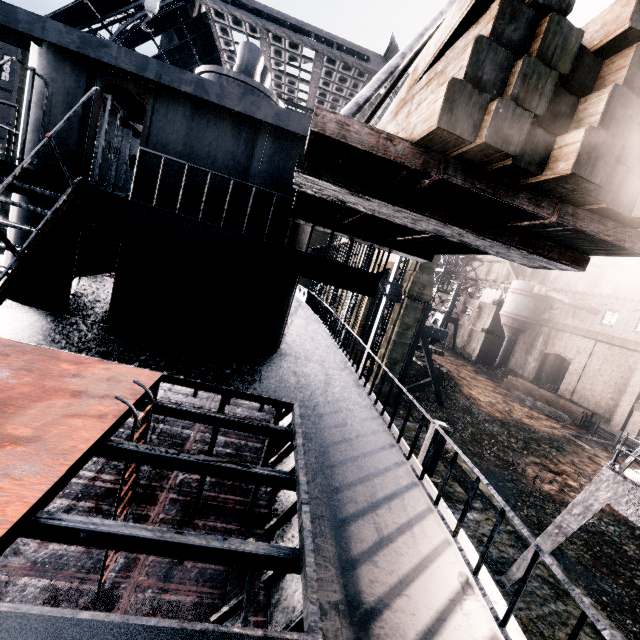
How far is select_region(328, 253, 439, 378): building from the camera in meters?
25.9

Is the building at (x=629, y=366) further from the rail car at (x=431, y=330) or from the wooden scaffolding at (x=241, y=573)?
the wooden scaffolding at (x=241, y=573)

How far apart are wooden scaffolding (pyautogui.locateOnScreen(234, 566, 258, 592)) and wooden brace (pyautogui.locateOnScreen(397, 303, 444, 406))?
22.3 meters

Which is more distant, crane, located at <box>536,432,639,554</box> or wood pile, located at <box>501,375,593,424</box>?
wood pile, located at <box>501,375,593,424</box>

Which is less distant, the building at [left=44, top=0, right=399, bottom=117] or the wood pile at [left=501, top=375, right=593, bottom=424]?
the building at [left=44, top=0, right=399, bottom=117]

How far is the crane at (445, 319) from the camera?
55.0m

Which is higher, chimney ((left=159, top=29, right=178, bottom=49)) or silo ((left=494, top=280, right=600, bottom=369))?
chimney ((left=159, top=29, right=178, bottom=49))

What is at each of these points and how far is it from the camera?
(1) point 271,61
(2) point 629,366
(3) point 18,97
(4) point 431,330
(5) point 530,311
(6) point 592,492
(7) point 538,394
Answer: (1) building, 27.4 meters
(2) building, 34.0 meters
(3) building, 20.5 meters
(4) rail car, 38.1 meters
(5) silo, 44.2 meters
(6) crane, 11.0 meters
(7) wood pile, 37.8 meters
